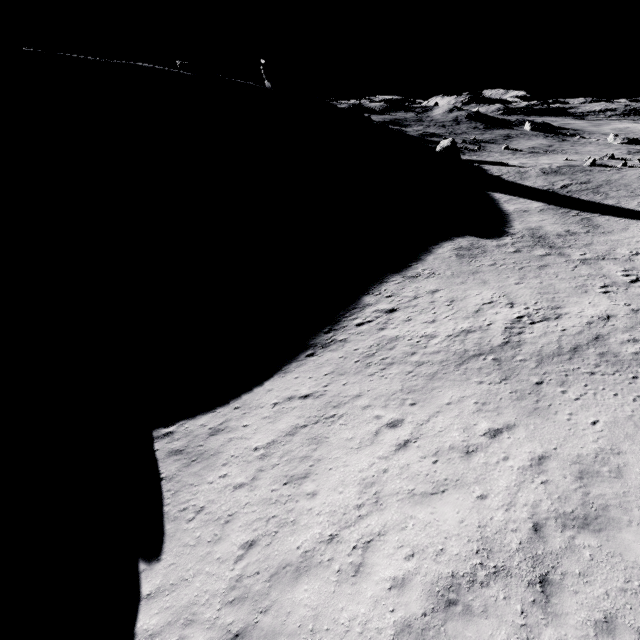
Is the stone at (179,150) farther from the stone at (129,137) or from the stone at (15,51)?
the stone at (15,51)

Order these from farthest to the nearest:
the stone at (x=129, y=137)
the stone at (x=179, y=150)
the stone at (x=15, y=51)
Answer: the stone at (x=15, y=51)
the stone at (x=179, y=150)
the stone at (x=129, y=137)

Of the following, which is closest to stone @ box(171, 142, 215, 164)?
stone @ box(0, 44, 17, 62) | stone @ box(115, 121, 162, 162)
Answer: stone @ box(115, 121, 162, 162)

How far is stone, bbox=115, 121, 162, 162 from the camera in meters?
48.3

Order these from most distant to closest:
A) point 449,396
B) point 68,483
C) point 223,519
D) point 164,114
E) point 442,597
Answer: point 164,114 → point 449,396 → point 68,483 → point 223,519 → point 442,597

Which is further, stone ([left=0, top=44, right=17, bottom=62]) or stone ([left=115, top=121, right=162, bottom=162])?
stone ([left=0, top=44, right=17, bottom=62])

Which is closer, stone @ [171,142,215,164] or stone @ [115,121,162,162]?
stone @ [115,121,162,162]

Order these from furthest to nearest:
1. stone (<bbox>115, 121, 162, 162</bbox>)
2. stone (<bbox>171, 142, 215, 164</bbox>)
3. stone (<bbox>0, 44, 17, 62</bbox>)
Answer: stone (<bbox>0, 44, 17, 62</bbox>) → stone (<bbox>171, 142, 215, 164</bbox>) → stone (<bbox>115, 121, 162, 162</bbox>)
